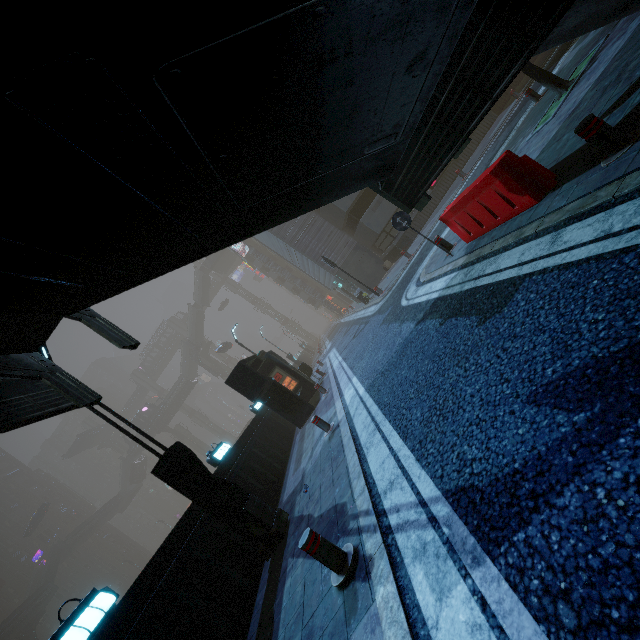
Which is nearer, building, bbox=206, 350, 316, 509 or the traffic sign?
the traffic sign

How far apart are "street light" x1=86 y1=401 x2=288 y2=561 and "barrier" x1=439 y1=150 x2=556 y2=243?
7.5 meters

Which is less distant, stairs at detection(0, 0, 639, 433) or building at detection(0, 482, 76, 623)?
stairs at detection(0, 0, 639, 433)

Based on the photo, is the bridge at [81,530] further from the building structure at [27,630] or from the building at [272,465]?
the building structure at [27,630]

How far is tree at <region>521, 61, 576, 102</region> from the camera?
8.1 meters

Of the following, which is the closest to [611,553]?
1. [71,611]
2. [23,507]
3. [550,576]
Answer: [550,576]

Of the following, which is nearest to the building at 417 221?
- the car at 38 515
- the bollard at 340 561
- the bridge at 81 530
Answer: the car at 38 515

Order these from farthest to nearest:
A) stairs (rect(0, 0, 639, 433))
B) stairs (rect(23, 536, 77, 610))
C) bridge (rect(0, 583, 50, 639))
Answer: stairs (rect(23, 536, 77, 610)), bridge (rect(0, 583, 50, 639)), stairs (rect(0, 0, 639, 433))
